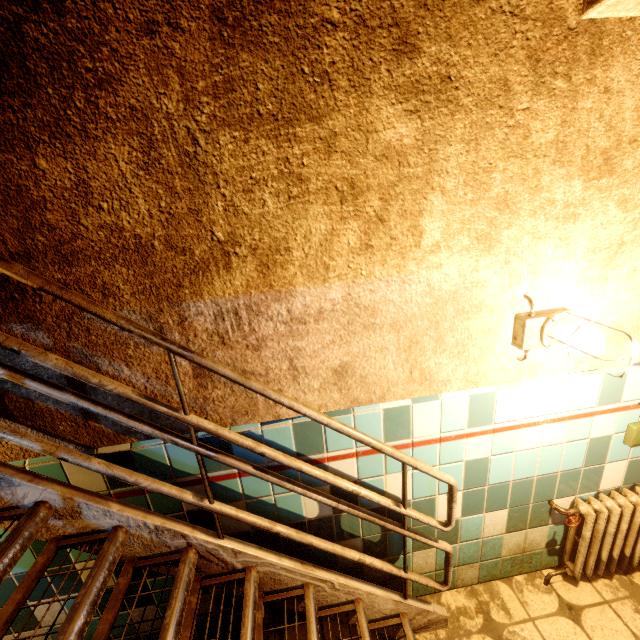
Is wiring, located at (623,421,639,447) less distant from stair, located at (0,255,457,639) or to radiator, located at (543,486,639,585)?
radiator, located at (543,486,639,585)

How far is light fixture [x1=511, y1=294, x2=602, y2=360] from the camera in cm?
134

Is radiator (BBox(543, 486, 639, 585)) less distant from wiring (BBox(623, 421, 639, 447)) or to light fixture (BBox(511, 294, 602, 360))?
wiring (BBox(623, 421, 639, 447))

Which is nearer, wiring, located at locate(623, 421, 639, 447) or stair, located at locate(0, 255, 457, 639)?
stair, located at locate(0, 255, 457, 639)

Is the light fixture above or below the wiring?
above

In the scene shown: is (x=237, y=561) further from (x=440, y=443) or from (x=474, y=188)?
(x=474, y=188)

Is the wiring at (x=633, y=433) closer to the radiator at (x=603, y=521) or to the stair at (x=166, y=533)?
the radiator at (x=603, y=521)

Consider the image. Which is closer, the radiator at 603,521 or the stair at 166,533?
the stair at 166,533
